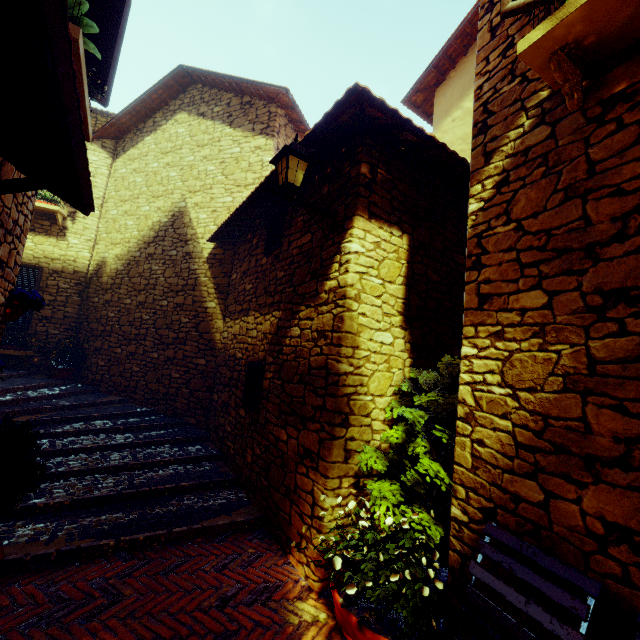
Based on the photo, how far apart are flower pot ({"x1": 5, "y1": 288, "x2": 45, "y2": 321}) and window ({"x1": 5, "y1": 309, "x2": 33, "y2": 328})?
5.54m

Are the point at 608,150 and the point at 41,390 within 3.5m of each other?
no

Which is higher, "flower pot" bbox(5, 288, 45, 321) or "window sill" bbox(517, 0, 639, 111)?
"window sill" bbox(517, 0, 639, 111)

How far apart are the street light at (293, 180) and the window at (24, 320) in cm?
843

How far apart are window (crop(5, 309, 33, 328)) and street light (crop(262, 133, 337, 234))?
8.4m

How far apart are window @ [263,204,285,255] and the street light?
1.3m

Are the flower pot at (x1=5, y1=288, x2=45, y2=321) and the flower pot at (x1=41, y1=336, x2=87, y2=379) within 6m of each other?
yes

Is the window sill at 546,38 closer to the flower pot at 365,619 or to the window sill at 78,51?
the flower pot at 365,619
